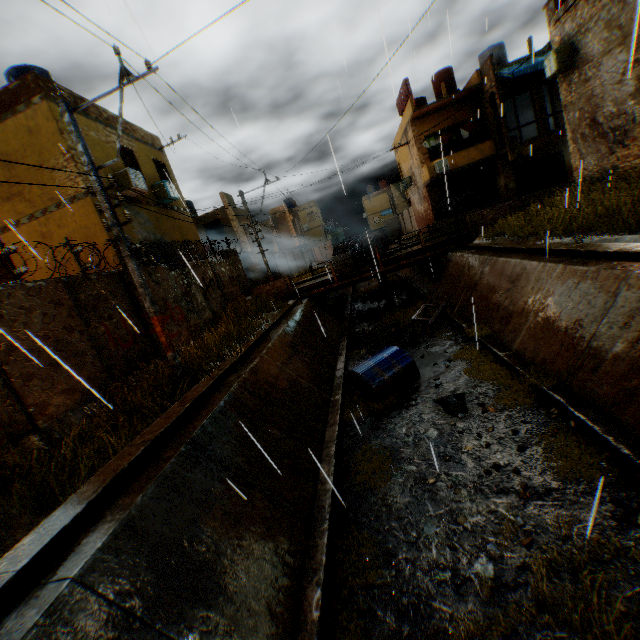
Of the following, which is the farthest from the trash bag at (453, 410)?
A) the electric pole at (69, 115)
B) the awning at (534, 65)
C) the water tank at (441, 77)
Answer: the water tank at (441, 77)

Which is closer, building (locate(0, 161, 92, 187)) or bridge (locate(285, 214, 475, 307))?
building (locate(0, 161, 92, 187))

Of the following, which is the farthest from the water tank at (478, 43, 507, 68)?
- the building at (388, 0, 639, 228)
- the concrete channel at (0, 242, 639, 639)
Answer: the concrete channel at (0, 242, 639, 639)

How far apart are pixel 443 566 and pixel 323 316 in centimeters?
1312cm

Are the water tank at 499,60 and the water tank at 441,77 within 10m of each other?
yes

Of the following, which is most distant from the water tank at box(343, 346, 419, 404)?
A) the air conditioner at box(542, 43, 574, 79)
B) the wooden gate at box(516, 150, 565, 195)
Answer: the wooden gate at box(516, 150, 565, 195)

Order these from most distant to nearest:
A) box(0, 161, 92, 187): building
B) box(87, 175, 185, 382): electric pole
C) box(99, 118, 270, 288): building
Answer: box(99, 118, 270, 288): building
box(0, 161, 92, 187): building
box(87, 175, 185, 382): electric pole

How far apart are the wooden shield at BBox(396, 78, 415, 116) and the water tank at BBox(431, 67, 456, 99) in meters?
2.5 m
